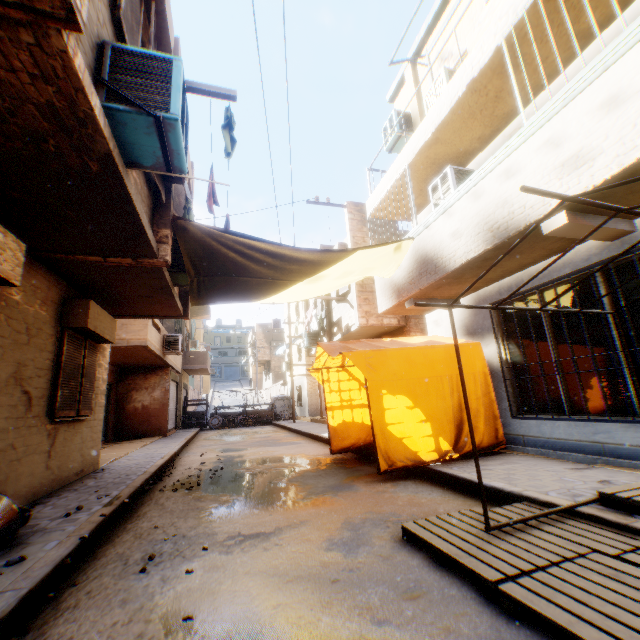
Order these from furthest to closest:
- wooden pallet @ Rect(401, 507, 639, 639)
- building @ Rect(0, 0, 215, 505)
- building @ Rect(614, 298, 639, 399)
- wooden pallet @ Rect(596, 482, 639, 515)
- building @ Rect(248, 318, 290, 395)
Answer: building @ Rect(248, 318, 290, 395) < building @ Rect(614, 298, 639, 399) < wooden pallet @ Rect(596, 482, 639, 515) < building @ Rect(0, 0, 215, 505) < wooden pallet @ Rect(401, 507, 639, 639)

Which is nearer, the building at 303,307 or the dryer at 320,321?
the dryer at 320,321

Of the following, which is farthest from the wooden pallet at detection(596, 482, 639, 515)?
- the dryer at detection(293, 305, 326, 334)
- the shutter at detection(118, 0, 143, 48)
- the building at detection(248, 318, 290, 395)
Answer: the building at detection(248, 318, 290, 395)

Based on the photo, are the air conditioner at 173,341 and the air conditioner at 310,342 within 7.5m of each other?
yes

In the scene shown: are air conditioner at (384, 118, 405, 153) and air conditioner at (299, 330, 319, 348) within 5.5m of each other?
no

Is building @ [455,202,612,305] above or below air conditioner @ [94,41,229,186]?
below

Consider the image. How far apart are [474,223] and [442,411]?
3.4m

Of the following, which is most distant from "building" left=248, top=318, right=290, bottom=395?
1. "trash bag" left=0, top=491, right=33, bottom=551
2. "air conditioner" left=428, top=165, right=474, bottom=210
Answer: "trash bag" left=0, top=491, right=33, bottom=551
